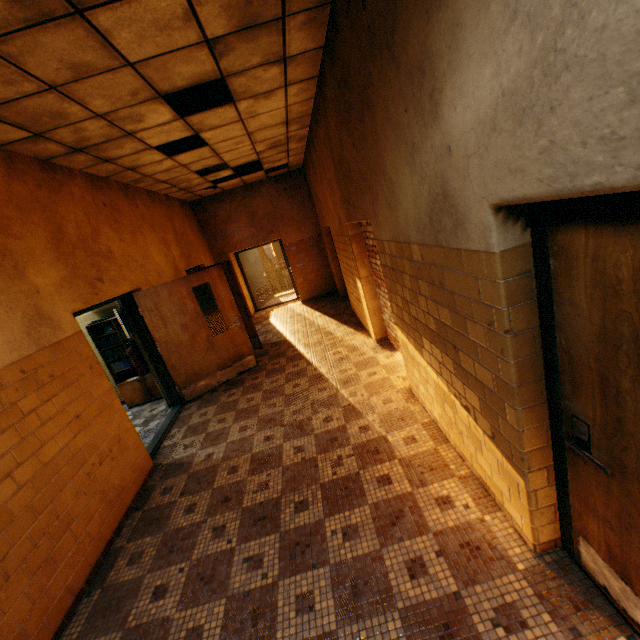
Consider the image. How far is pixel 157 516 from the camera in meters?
3.4

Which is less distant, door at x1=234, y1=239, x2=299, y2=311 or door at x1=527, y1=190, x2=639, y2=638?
door at x1=527, y1=190, x2=639, y2=638

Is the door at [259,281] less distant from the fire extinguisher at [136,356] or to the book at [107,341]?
the book at [107,341]

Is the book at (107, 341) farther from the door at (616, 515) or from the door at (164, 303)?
the door at (616, 515)

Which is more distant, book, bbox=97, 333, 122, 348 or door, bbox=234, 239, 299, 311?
door, bbox=234, 239, 299, 311

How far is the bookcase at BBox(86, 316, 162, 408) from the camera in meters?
6.0 m

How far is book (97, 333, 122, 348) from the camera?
6.06m

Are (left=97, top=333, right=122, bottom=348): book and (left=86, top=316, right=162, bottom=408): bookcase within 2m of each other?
yes
